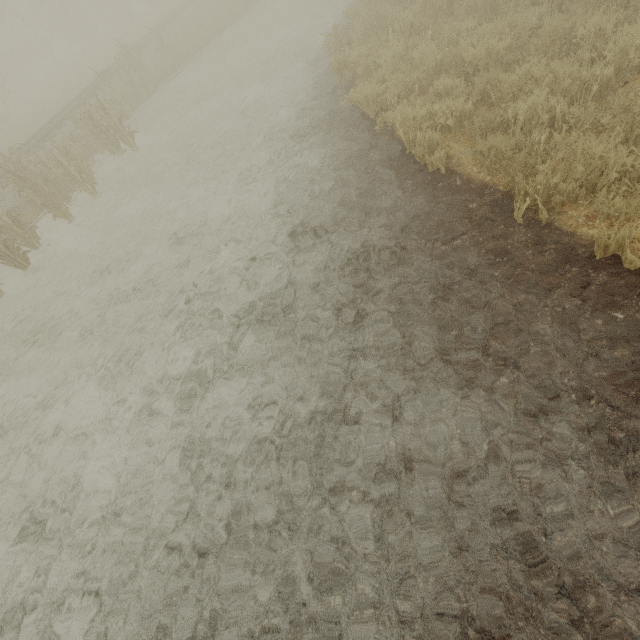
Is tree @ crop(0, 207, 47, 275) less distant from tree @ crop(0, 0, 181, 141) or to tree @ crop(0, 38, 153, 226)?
tree @ crop(0, 38, 153, 226)

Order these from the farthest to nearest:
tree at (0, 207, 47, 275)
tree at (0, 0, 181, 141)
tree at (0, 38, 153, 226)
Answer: tree at (0, 0, 181, 141)
tree at (0, 38, 153, 226)
tree at (0, 207, 47, 275)

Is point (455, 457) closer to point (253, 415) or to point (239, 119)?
point (253, 415)

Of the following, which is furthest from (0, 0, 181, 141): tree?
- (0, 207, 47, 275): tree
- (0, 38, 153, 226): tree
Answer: (0, 207, 47, 275): tree

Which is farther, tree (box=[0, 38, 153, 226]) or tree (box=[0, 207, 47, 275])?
tree (box=[0, 38, 153, 226])

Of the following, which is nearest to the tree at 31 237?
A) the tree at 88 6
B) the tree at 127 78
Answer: the tree at 127 78
